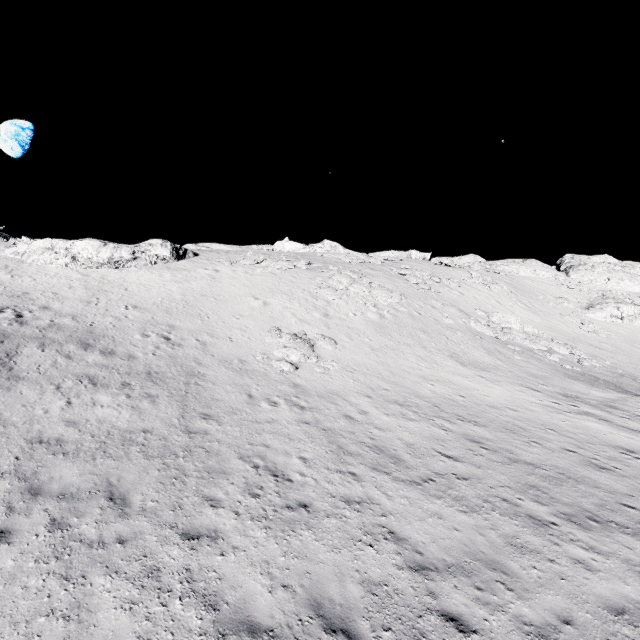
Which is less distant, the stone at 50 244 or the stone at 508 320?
the stone at 508 320

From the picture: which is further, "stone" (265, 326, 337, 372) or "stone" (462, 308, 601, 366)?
"stone" (462, 308, 601, 366)

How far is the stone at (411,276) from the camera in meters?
33.2

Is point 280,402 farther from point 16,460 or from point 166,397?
point 16,460

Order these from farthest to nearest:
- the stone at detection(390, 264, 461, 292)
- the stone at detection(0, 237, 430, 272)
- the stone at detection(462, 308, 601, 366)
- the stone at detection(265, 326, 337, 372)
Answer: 1. the stone at detection(390, 264, 461, 292)
2. the stone at detection(0, 237, 430, 272)
3. the stone at detection(462, 308, 601, 366)
4. the stone at detection(265, 326, 337, 372)

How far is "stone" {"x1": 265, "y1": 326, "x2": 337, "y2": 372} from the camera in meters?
16.6

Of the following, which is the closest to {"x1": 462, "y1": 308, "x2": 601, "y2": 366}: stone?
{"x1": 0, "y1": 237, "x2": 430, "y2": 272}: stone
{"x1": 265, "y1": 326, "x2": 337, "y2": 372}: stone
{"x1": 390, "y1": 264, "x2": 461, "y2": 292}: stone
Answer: {"x1": 390, "y1": 264, "x2": 461, "y2": 292}: stone
